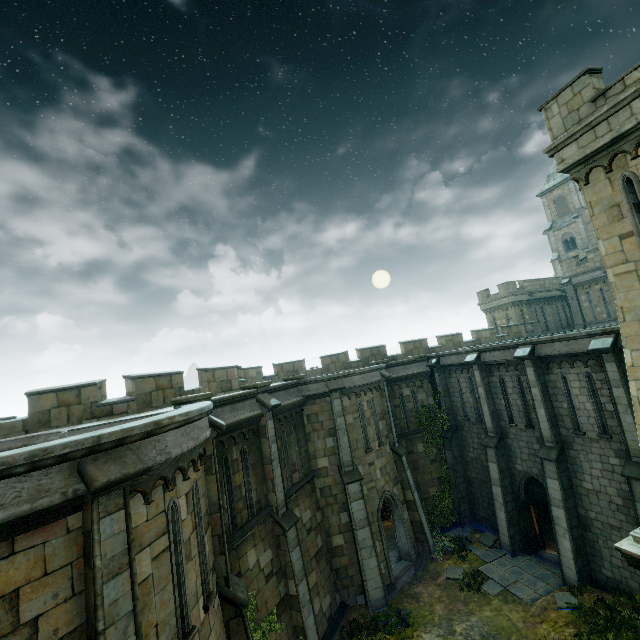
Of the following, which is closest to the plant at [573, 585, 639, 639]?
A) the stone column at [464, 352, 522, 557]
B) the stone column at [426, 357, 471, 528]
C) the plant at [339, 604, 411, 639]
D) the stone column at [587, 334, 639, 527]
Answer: the stone column at [587, 334, 639, 527]

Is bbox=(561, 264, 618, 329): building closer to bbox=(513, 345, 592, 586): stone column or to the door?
bbox=(513, 345, 592, 586): stone column

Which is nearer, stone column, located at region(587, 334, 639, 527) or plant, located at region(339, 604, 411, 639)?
stone column, located at region(587, 334, 639, 527)

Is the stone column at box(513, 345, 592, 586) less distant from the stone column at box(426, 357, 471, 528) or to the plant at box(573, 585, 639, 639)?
the plant at box(573, 585, 639, 639)

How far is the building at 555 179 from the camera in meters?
45.4 m

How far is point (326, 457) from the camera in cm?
1594

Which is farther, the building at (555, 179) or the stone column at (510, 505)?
the building at (555, 179)

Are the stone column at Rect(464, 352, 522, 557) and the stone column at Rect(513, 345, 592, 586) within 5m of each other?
yes
